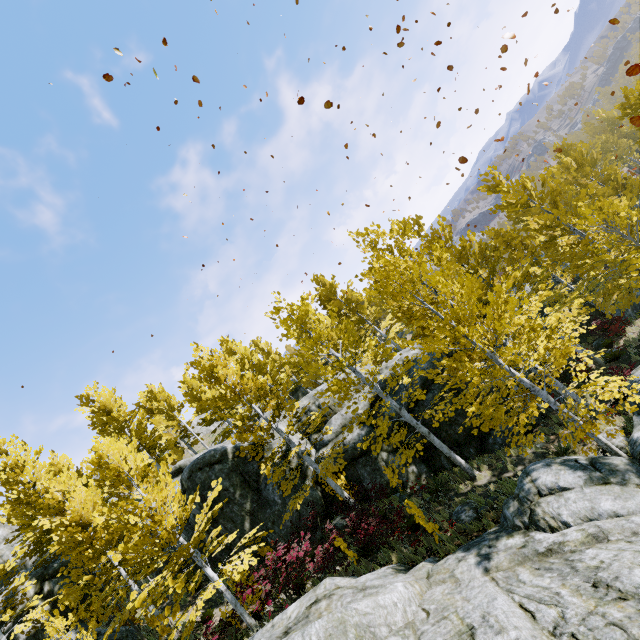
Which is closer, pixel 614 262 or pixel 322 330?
pixel 322 330

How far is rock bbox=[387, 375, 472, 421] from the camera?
15.62m

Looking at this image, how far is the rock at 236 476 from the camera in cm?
1532

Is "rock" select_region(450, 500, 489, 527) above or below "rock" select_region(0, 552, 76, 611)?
below

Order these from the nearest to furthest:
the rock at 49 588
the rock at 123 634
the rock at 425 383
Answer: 1. the rock at 123 634
2. the rock at 425 383
3. the rock at 49 588

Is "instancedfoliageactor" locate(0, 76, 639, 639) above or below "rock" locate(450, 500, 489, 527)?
above

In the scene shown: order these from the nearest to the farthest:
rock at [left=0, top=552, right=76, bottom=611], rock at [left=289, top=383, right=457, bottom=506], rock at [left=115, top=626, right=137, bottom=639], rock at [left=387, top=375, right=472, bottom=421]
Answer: rock at [left=115, top=626, right=137, bottom=639], rock at [left=289, top=383, right=457, bottom=506], rock at [left=387, top=375, right=472, bottom=421], rock at [left=0, top=552, right=76, bottom=611]
